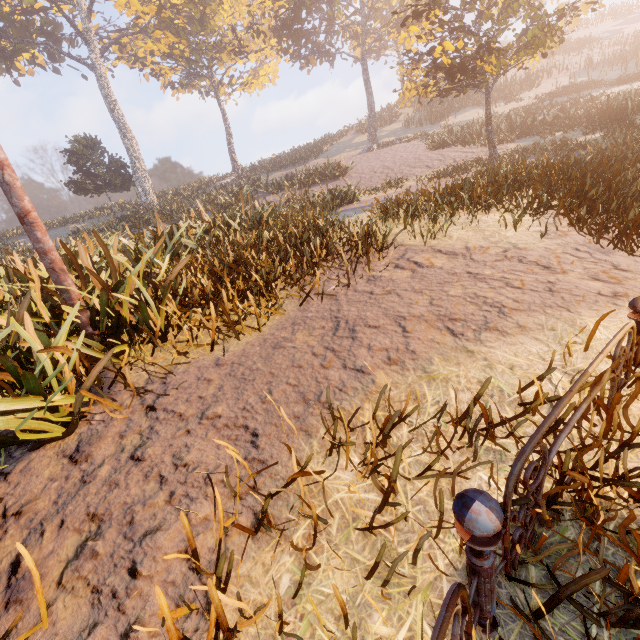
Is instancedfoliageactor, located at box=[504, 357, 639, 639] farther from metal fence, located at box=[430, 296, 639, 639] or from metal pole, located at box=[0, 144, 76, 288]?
metal pole, located at box=[0, 144, 76, 288]

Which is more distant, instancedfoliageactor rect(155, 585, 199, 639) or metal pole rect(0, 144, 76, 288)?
metal pole rect(0, 144, 76, 288)

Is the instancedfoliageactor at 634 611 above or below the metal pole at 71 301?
below

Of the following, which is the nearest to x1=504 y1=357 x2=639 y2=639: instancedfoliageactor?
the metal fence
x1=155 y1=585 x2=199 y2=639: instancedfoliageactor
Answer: the metal fence

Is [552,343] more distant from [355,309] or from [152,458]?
[152,458]

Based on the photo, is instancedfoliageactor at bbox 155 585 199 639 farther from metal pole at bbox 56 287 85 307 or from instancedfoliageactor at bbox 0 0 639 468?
instancedfoliageactor at bbox 0 0 639 468

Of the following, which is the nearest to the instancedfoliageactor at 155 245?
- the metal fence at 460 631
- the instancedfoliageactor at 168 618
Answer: the metal fence at 460 631
